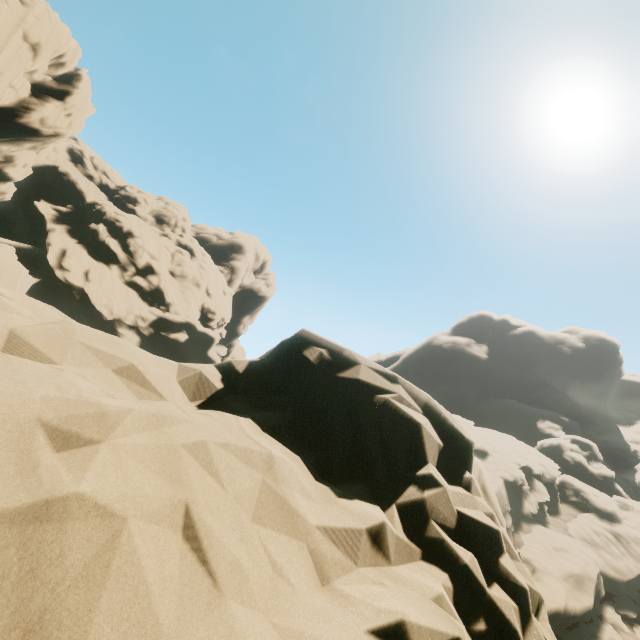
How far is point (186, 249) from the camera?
49.88m
